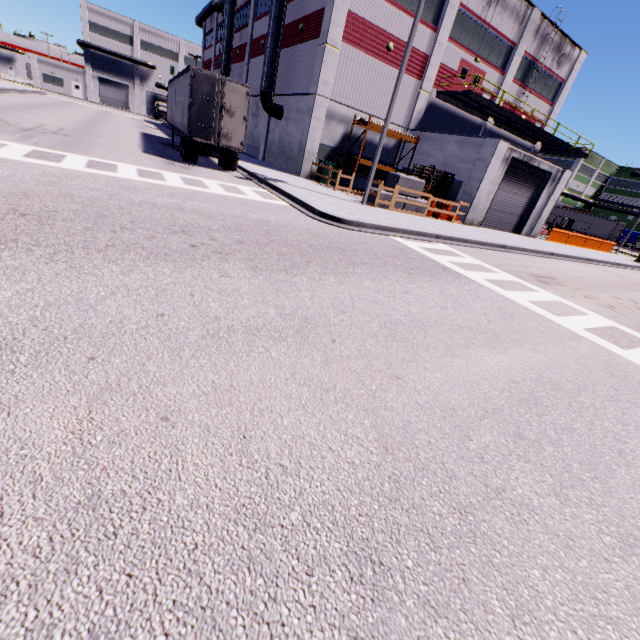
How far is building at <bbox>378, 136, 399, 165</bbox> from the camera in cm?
2407

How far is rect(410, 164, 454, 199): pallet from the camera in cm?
2011

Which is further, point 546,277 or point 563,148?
point 563,148

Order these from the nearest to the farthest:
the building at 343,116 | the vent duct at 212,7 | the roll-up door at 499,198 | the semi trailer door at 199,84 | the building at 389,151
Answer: the semi trailer door at 199,84, the building at 343,116, the roll-up door at 499,198, the building at 389,151, the vent duct at 212,7

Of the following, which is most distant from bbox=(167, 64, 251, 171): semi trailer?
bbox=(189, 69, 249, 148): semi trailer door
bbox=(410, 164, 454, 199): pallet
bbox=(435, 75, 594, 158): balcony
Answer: bbox=(435, 75, 594, 158): balcony

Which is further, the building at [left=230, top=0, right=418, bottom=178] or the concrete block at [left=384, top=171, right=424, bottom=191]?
the building at [left=230, top=0, right=418, bottom=178]

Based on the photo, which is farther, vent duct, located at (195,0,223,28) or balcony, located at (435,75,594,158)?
vent duct, located at (195,0,223,28)

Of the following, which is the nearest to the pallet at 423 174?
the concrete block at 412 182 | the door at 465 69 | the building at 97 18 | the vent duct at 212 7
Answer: the building at 97 18
